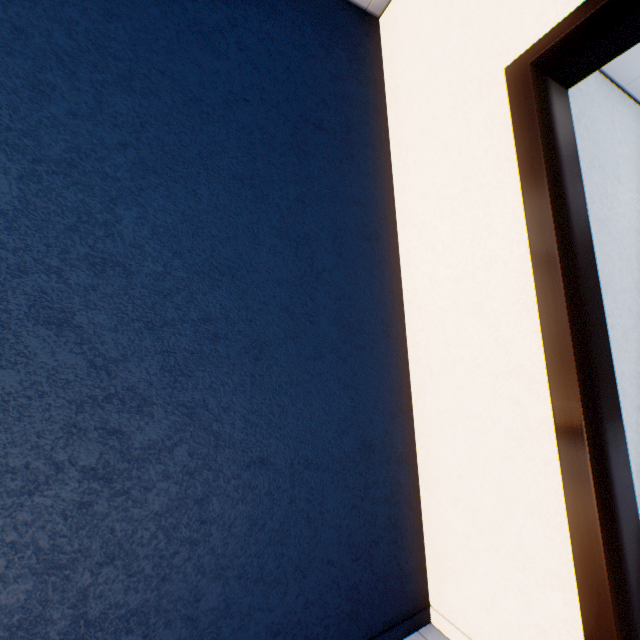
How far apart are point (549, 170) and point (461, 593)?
1.59m
